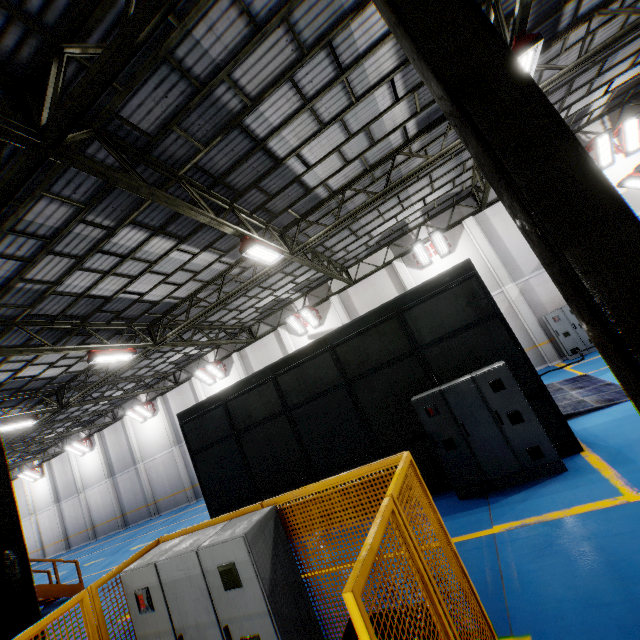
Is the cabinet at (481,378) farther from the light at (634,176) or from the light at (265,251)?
the light at (634,176)

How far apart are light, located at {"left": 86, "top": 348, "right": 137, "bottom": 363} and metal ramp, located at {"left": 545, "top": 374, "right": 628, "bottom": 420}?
14.24m

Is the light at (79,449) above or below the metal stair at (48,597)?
above

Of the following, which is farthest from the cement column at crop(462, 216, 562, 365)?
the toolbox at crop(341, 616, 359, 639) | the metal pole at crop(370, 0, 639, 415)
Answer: the toolbox at crop(341, 616, 359, 639)

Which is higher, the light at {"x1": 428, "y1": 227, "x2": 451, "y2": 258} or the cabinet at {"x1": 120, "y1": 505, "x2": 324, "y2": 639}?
the light at {"x1": 428, "y1": 227, "x2": 451, "y2": 258}

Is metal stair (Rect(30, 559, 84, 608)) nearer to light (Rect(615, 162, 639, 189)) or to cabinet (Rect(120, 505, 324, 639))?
cabinet (Rect(120, 505, 324, 639))

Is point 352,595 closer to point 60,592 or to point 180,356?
point 60,592

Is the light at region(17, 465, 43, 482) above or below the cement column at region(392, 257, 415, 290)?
above
